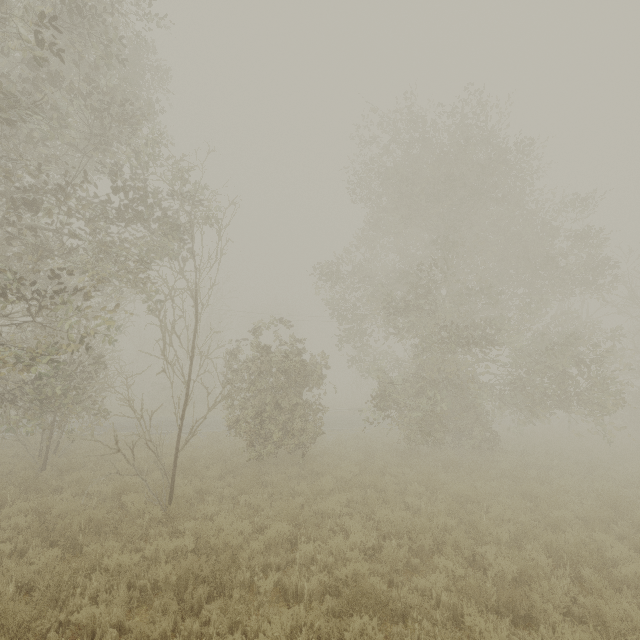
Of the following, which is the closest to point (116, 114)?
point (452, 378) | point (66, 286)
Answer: point (66, 286)
